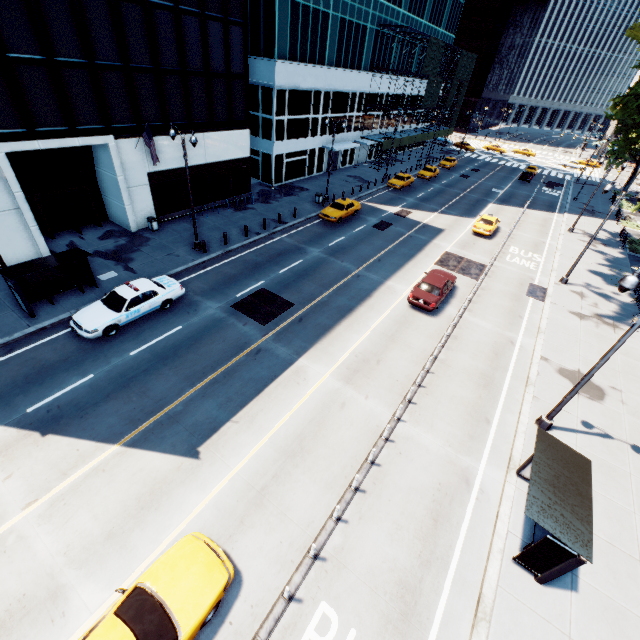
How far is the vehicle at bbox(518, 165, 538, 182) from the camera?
51.6m

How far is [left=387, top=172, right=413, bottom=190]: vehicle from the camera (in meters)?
39.88

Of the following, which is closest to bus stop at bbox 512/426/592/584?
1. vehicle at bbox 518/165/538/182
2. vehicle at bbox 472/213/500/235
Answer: vehicle at bbox 472/213/500/235

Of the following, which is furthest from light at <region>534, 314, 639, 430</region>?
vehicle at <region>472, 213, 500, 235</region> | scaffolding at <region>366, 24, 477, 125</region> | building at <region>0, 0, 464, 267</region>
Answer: building at <region>0, 0, 464, 267</region>

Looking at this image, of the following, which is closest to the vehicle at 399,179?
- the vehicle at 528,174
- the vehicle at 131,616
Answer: the vehicle at 528,174

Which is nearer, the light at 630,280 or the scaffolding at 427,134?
the light at 630,280

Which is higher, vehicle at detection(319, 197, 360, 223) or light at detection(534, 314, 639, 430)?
vehicle at detection(319, 197, 360, 223)

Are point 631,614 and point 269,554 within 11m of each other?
yes
